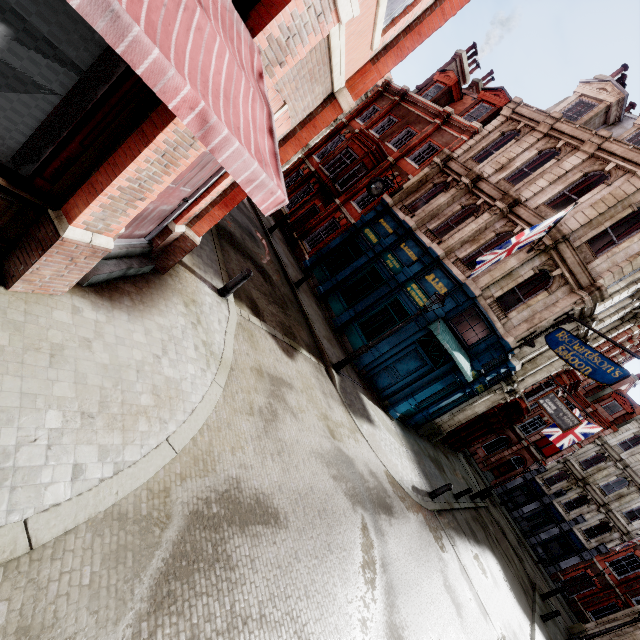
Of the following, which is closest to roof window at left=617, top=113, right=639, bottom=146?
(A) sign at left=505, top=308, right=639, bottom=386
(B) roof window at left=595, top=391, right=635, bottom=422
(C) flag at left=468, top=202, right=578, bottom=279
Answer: (C) flag at left=468, top=202, right=578, bottom=279

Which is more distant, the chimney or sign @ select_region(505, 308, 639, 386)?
the chimney

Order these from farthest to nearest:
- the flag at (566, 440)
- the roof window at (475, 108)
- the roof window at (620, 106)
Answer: the flag at (566, 440)
the roof window at (475, 108)
the roof window at (620, 106)

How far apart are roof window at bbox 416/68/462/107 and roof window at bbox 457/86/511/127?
2.16m

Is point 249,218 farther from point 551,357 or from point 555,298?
point 551,357

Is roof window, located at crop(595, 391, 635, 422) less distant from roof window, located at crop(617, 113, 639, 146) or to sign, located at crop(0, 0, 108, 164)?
roof window, located at crop(617, 113, 639, 146)

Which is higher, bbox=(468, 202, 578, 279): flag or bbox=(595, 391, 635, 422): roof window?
bbox=(595, 391, 635, 422): roof window

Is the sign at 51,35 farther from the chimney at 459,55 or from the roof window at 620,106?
the chimney at 459,55
